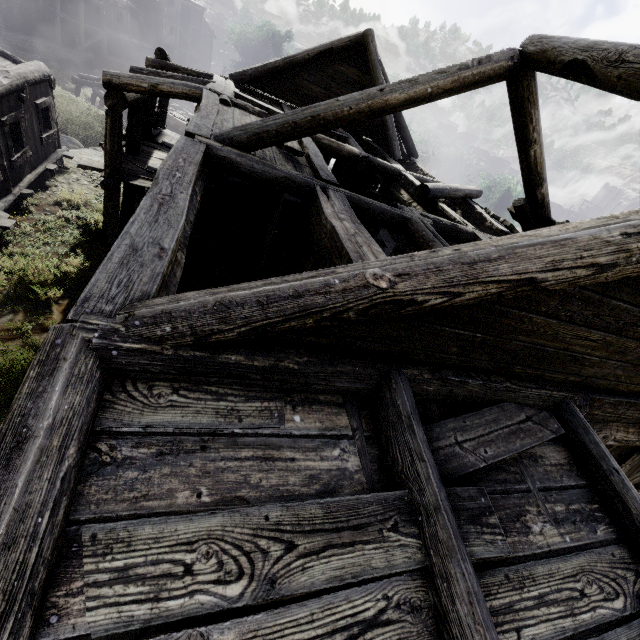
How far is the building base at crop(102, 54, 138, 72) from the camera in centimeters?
3694cm

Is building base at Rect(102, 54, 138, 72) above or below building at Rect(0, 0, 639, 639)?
below

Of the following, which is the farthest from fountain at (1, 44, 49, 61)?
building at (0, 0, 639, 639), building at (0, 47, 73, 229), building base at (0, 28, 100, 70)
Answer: building at (0, 47, 73, 229)

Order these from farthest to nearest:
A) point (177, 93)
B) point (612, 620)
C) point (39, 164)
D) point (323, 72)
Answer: point (323, 72) → point (39, 164) → point (177, 93) → point (612, 620)

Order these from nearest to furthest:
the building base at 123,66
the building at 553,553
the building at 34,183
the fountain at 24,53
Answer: the building at 553,553, the building at 34,183, the fountain at 24,53, the building base at 123,66

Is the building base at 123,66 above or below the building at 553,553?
below

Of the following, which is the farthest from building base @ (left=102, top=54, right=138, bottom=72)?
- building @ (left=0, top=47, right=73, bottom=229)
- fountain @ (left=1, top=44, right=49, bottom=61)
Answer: building @ (left=0, top=47, right=73, bottom=229)
